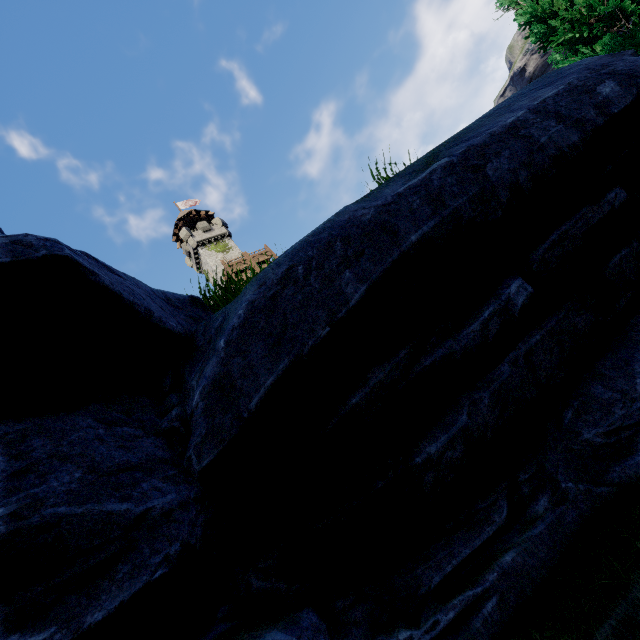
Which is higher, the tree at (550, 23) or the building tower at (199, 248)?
the building tower at (199, 248)

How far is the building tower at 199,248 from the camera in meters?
44.1

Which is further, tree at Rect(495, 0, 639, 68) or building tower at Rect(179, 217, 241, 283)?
building tower at Rect(179, 217, 241, 283)

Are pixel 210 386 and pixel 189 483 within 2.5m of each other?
yes

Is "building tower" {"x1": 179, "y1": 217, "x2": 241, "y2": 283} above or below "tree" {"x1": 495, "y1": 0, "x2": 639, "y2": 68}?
above

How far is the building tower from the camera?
44.12m
